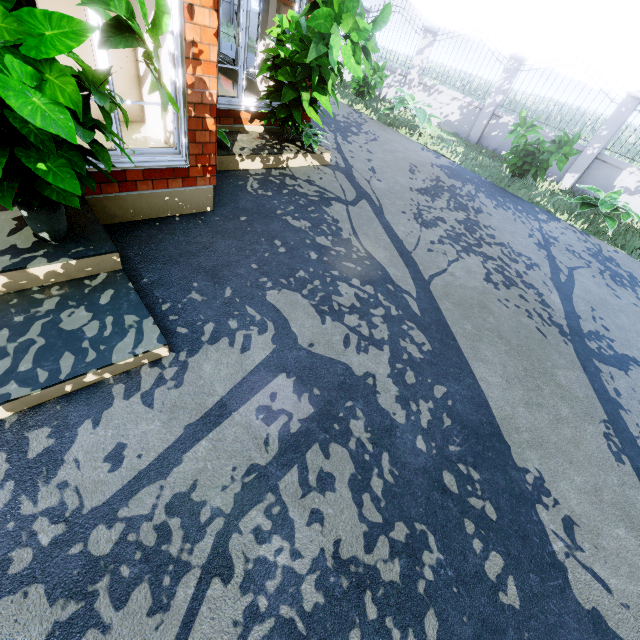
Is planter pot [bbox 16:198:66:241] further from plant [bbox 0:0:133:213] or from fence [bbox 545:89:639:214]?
fence [bbox 545:89:639:214]

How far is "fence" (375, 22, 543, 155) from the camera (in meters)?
9.83

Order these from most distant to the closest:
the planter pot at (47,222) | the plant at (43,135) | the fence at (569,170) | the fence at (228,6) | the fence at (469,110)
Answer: the fence at (228,6) → the fence at (469,110) → the fence at (569,170) → the planter pot at (47,222) → the plant at (43,135)

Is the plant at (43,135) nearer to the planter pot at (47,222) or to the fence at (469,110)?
the planter pot at (47,222)

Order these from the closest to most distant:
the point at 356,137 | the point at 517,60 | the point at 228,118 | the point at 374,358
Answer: the point at 374,358 < the point at 228,118 < the point at 356,137 < the point at 517,60

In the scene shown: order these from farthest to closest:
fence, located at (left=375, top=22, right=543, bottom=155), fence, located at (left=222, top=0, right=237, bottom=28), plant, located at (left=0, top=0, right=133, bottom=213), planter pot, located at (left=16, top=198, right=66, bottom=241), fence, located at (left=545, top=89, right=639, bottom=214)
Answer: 1. fence, located at (left=222, top=0, right=237, bottom=28)
2. fence, located at (left=375, top=22, right=543, bottom=155)
3. fence, located at (left=545, top=89, right=639, bottom=214)
4. planter pot, located at (left=16, top=198, right=66, bottom=241)
5. plant, located at (left=0, top=0, right=133, bottom=213)
